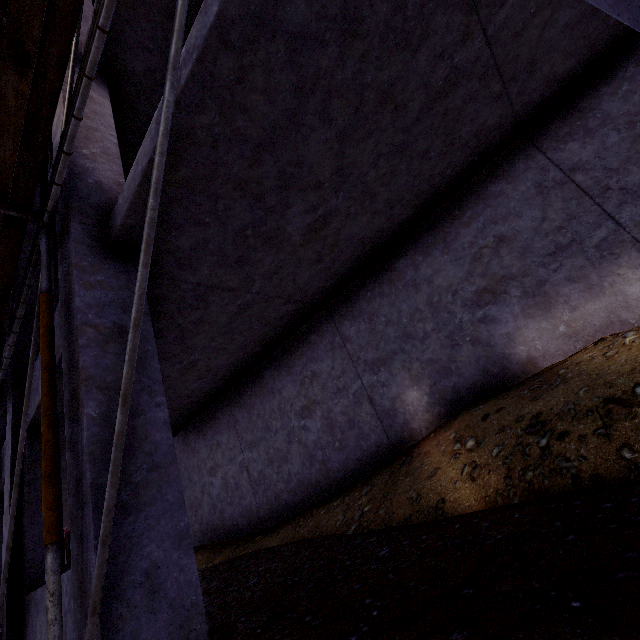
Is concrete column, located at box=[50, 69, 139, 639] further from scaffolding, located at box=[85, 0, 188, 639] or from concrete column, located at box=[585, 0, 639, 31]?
concrete column, located at box=[585, 0, 639, 31]

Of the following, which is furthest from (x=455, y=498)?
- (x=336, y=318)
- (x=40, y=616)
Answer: (x=40, y=616)

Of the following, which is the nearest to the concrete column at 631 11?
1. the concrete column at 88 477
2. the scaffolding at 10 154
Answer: the scaffolding at 10 154

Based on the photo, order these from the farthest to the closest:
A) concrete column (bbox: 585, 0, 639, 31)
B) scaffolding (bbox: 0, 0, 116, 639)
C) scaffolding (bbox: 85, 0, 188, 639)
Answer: scaffolding (bbox: 0, 0, 116, 639)
scaffolding (bbox: 85, 0, 188, 639)
concrete column (bbox: 585, 0, 639, 31)

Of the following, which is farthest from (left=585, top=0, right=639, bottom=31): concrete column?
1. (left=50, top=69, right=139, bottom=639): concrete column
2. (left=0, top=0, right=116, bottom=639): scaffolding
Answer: (left=50, top=69, right=139, bottom=639): concrete column

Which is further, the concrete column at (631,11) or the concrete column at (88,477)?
the concrete column at (88,477)
